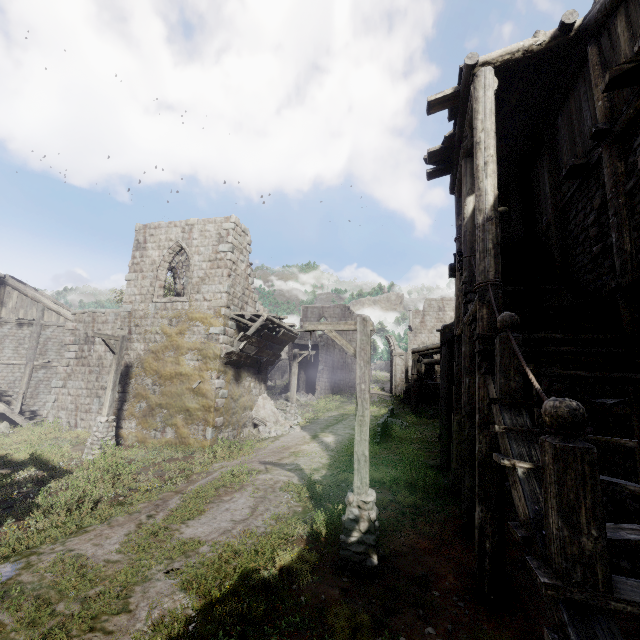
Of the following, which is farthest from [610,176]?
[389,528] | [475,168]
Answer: [389,528]

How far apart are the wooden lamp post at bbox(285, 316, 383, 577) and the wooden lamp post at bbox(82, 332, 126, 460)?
10.6m

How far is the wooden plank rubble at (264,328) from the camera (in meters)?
15.45

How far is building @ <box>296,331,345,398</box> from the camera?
33.7 meters

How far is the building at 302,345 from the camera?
33.9m

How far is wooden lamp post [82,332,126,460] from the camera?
12.9 meters

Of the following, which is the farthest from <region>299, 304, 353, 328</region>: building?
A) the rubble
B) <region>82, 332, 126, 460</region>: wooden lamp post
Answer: <region>82, 332, 126, 460</region>: wooden lamp post
